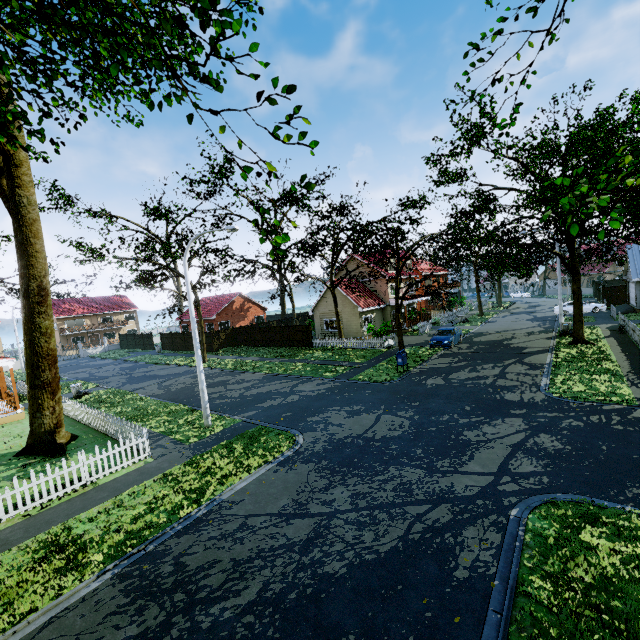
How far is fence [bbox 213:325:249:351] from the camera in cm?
3722

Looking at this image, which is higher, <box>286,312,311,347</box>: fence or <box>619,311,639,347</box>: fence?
<box>286,312,311,347</box>: fence

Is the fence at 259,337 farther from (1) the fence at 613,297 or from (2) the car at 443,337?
(2) the car at 443,337

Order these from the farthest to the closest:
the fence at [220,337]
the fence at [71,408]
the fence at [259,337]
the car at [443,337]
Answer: the fence at [220,337] < the fence at [259,337] < the car at [443,337] < the fence at [71,408]

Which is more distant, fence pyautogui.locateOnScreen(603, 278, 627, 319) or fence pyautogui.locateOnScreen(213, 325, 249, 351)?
fence pyautogui.locateOnScreen(213, 325, 249, 351)

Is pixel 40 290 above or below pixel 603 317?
above

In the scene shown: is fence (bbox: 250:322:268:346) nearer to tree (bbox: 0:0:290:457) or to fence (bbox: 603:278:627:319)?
fence (bbox: 603:278:627:319)

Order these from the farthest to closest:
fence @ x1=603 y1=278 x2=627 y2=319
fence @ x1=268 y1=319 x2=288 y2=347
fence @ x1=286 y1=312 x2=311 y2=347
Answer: fence @ x1=603 y1=278 x2=627 y2=319 < fence @ x1=268 y1=319 x2=288 y2=347 < fence @ x1=286 y1=312 x2=311 y2=347
